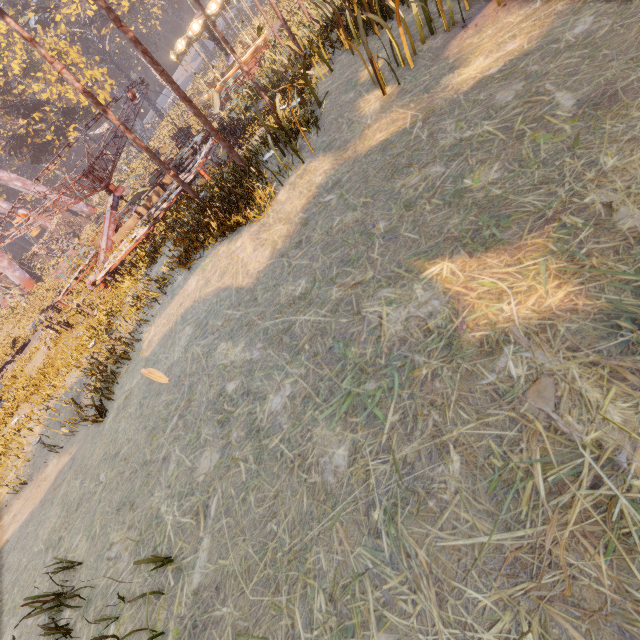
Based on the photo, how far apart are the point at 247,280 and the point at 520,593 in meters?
4.4 m

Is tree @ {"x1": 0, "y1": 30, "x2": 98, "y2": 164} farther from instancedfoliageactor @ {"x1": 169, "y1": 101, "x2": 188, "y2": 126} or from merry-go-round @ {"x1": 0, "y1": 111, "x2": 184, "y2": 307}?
merry-go-round @ {"x1": 0, "y1": 111, "x2": 184, "y2": 307}

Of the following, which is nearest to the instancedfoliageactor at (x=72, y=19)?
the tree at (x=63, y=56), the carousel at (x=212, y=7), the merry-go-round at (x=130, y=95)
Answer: the carousel at (x=212, y=7)

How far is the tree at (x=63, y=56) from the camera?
Answer: 33.5 meters

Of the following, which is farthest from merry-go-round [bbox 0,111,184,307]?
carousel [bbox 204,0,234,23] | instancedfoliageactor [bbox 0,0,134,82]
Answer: instancedfoliageactor [bbox 0,0,134,82]

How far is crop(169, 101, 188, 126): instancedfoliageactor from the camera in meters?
44.8

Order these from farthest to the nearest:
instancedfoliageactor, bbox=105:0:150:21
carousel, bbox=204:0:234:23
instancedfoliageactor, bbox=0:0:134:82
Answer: instancedfoliageactor, bbox=105:0:150:21
instancedfoliageactor, bbox=0:0:134:82
carousel, bbox=204:0:234:23

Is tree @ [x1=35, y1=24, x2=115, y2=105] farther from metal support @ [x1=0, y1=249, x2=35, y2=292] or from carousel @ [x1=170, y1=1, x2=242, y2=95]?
carousel @ [x1=170, y1=1, x2=242, y2=95]
